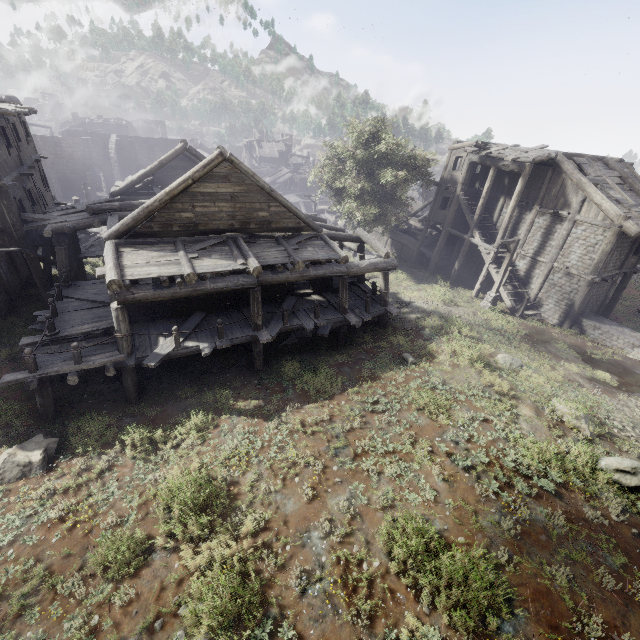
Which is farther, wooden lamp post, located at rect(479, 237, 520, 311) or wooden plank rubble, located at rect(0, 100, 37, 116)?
wooden lamp post, located at rect(479, 237, 520, 311)

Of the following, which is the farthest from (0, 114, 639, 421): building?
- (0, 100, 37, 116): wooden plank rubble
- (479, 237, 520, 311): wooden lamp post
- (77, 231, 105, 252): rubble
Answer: (0, 100, 37, 116): wooden plank rubble

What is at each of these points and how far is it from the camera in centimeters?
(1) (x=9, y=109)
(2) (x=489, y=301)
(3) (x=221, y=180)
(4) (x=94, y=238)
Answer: (1) wooden plank rubble, 1258cm
(2) wooden lamp post, 2067cm
(3) building, 1214cm
(4) rubble, 2689cm

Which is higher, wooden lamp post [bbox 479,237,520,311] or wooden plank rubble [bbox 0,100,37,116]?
wooden plank rubble [bbox 0,100,37,116]

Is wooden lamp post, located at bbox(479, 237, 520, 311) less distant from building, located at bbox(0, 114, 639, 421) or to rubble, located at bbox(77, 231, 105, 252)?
building, located at bbox(0, 114, 639, 421)

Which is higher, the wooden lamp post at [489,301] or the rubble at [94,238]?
the wooden lamp post at [489,301]

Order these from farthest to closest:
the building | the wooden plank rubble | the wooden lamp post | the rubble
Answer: the rubble < the wooden lamp post < the wooden plank rubble < the building

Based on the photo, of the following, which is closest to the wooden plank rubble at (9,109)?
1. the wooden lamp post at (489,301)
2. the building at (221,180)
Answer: the building at (221,180)
